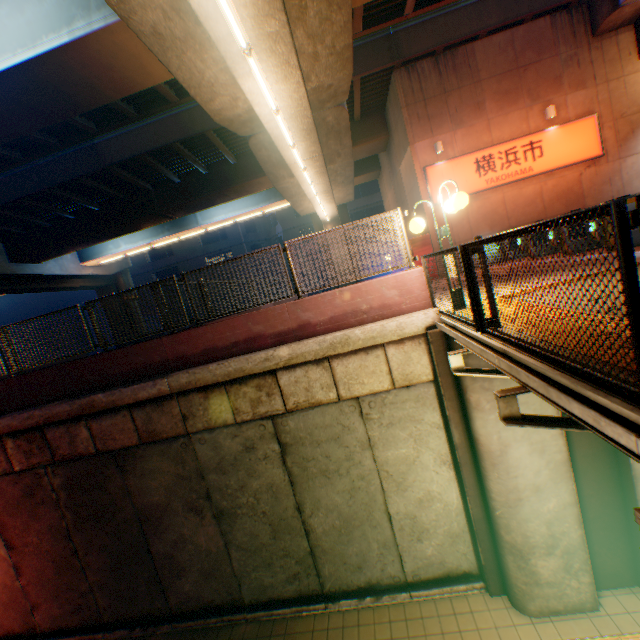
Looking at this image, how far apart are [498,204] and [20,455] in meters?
18.0 m

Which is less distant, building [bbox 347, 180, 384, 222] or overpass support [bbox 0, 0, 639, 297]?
overpass support [bbox 0, 0, 639, 297]

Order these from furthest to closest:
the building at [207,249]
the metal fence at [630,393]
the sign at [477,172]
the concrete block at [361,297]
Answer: the building at [207,249] → the sign at [477,172] → the concrete block at [361,297] → the metal fence at [630,393]

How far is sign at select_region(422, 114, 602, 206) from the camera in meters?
12.7 m

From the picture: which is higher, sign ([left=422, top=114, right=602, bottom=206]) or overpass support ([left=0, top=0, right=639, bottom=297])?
overpass support ([left=0, top=0, right=639, bottom=297])

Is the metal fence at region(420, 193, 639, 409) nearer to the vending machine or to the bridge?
the bridge

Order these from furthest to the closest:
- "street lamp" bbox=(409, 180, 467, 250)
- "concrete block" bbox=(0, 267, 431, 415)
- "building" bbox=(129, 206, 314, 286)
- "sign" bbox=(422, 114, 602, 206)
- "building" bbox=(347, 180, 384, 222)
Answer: "building" bbox=(129, 206, 314, 286) < "building" bbox=(347, 180, 384, 222) < "sign" bbox=(422, 114, 602, 206) < "concrete block" bbox=(0, 267, 431, 415) < "street lamp" bbox=(409, 180, 467, 250)

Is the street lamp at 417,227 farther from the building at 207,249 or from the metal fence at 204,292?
the building at 207,249
